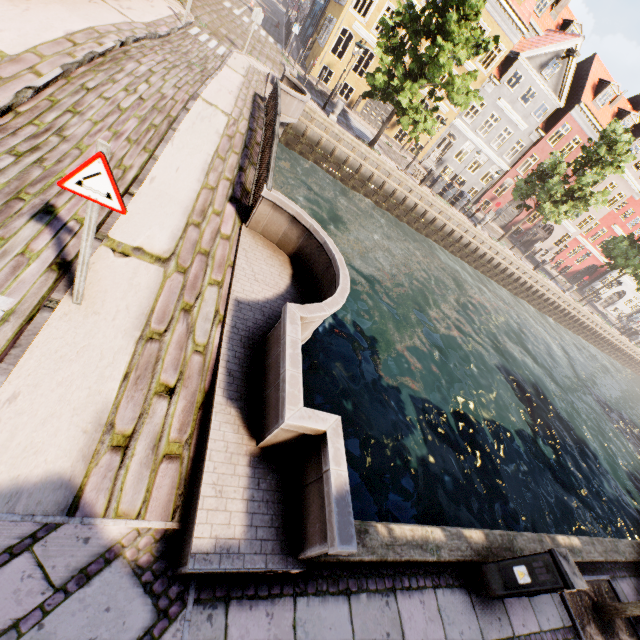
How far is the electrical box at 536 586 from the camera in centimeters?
361cm

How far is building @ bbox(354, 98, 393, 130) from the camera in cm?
2639

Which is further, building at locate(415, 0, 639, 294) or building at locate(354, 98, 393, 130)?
building at locate(354, 98, 393, 130)

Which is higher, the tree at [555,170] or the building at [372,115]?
the tree at [555,170]

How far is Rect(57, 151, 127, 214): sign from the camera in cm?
257

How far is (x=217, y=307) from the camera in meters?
4.8

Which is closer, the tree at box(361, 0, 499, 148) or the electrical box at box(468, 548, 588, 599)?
the electrical box at box(468, 548, 588, 599)

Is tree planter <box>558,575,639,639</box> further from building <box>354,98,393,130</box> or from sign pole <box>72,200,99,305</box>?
building <box>354,98,393,130</box>
